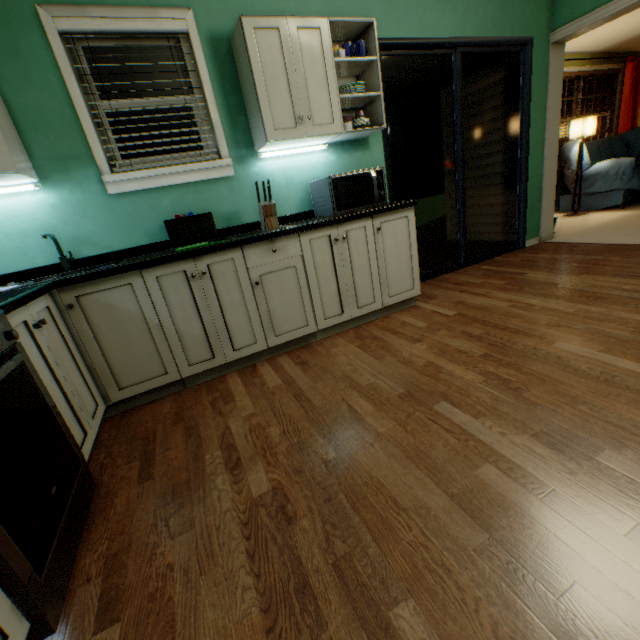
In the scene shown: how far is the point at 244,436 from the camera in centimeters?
161cm

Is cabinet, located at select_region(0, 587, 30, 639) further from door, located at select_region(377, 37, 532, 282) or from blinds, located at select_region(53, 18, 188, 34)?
door, located at select_region(377, 37, 532, 282)

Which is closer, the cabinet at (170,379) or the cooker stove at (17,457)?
the cooker stove at (17,457)

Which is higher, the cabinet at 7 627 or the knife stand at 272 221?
the knife stand at 272 221

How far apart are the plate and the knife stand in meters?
1.0 m

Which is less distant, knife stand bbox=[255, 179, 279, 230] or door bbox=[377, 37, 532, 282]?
knife stand bbox=[255, 179, 279, 230]

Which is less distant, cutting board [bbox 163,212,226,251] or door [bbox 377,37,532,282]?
cutting board [bbox 163,212,226,251]

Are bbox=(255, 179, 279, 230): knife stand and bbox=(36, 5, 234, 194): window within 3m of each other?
yes
